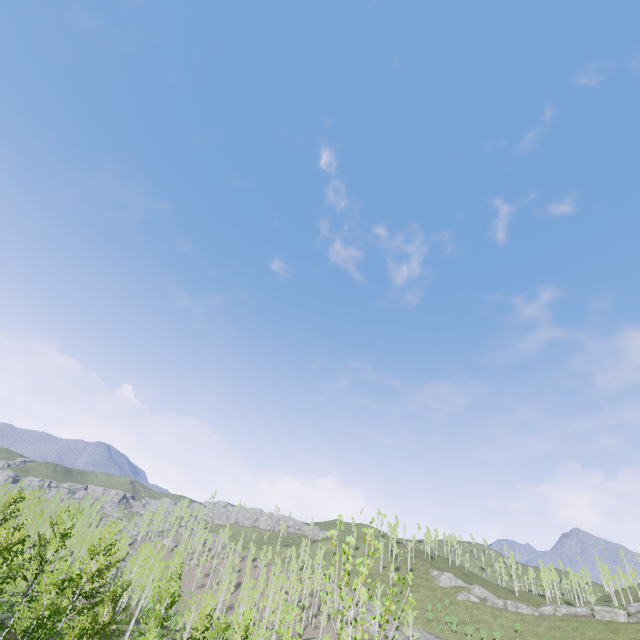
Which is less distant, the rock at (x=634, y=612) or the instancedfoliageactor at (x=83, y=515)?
the instancedfoliageactor at (x=83, y=515)

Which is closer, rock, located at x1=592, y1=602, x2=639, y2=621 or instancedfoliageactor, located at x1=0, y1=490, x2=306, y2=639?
instancedfoliageactor, located at x1=0, y1=490, x2=306, y2=639

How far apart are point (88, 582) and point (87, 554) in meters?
22.9

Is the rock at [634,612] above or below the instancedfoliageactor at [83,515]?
above

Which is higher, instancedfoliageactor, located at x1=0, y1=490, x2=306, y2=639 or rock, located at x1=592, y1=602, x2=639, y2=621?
rock, located at x1=592, y1=602, x2=639, y2=621
